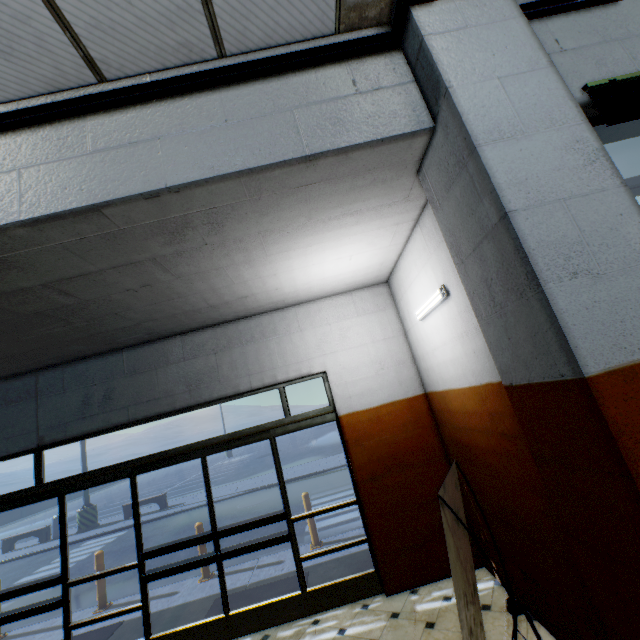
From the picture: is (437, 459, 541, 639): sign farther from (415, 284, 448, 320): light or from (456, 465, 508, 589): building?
(415, 284, 448, 320): light

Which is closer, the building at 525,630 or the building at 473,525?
the building at 525,630

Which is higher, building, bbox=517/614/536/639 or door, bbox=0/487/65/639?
door, bbox=0/487/65/639

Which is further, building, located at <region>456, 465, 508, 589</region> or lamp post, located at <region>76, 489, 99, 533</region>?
lamp post, located at <region>76, 489, 99, 533</region>

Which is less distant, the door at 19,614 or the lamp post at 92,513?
the door at 19,614

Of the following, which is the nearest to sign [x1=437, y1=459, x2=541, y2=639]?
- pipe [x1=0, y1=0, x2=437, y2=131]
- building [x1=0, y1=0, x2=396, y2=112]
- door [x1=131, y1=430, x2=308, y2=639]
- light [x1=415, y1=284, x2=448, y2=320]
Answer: building [x1=0, y1=0, x2=396, y2=112]

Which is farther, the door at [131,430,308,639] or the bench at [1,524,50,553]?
the bench at [1,524,50,553]

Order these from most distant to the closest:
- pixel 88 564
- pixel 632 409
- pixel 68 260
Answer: pixel 88 564
pixel 68 260
pixel 632 409
